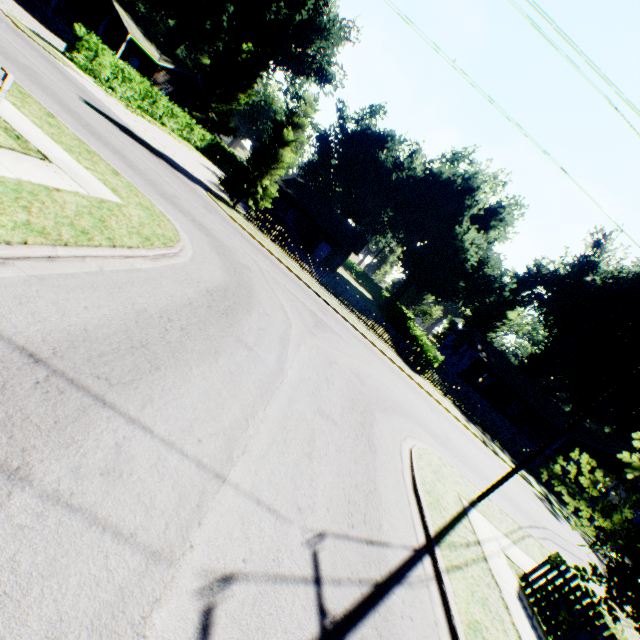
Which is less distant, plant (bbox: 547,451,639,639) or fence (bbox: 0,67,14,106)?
plant (bbox: 547,451,639,639)

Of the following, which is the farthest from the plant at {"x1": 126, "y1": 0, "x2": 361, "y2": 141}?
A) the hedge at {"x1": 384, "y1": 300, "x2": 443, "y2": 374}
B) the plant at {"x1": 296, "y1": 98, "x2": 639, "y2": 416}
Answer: the hedge at {"x1": 384, "y1": 300, "x2": 443, "y2": 374}

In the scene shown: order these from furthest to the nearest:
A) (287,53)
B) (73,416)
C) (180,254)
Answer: (287,53) → (180,254) → (73,416)

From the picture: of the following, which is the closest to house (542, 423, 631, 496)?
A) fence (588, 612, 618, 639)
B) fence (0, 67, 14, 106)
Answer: fence (588, 612, 618, 639)

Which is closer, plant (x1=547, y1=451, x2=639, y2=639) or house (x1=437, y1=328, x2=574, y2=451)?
plant (x1=547, y1=451, x2=639, y2=639)

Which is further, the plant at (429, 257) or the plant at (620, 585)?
the plant at (429, 257)

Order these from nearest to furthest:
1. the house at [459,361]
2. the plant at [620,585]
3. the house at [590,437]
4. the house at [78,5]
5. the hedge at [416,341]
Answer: the plant at [620,585]
the hedge at [416,341]
the house at [78,5]
the house at [590,437]
the house at [459,361]

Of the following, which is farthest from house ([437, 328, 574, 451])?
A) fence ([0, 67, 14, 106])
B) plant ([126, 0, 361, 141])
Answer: plant ([126, 0, 361, 141])
